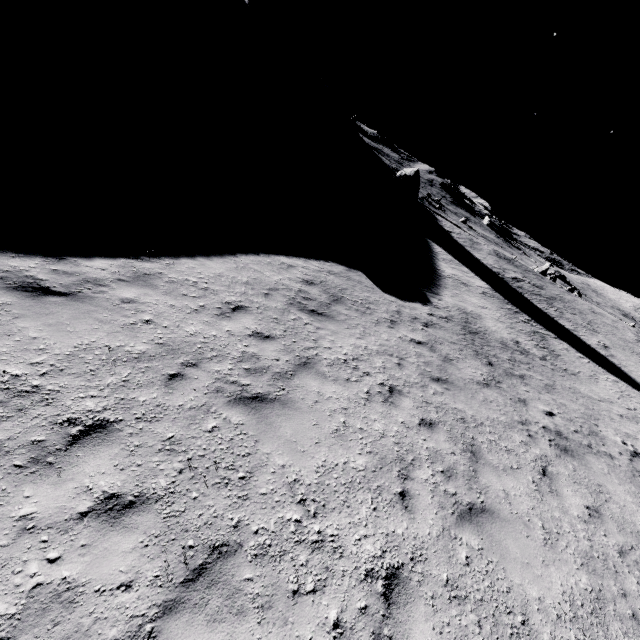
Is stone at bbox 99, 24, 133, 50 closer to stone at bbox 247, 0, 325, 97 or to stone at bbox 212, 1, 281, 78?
stone at bbox 212, 1, 281, 78

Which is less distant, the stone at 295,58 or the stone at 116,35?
the stone at 116,35

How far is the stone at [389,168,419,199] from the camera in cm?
4698

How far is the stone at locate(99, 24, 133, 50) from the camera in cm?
3067

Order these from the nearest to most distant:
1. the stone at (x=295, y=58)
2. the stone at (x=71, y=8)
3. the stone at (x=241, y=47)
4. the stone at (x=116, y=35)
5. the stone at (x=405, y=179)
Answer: the stone at (x=71, y=8) < the stone at (x=116, y=35) < the stone at (x=241, y=47) < the stone at (x=405, y=179) < the stone at (x=295, y=58)

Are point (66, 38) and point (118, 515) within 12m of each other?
no

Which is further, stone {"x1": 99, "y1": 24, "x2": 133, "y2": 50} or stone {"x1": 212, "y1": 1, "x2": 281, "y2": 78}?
stone {"x1": 212, "y1": 1, "x2": 281, "y2": 78}

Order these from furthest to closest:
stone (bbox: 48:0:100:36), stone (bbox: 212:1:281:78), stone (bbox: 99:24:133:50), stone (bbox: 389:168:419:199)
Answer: stone (bbox: 389:168:419:199) → stone (bbox: 212:1:281:78) → stone (bbox: 99:24:133:50) → stone (bbox: 48:0:100:36)
